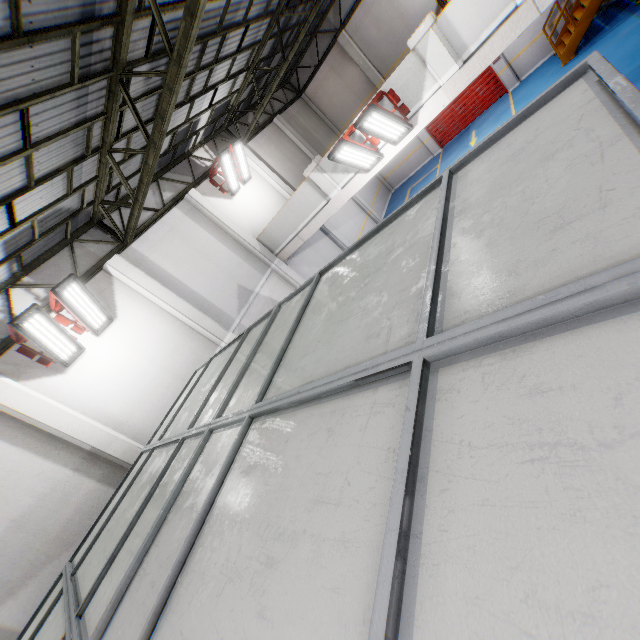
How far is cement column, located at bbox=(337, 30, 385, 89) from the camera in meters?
16.4

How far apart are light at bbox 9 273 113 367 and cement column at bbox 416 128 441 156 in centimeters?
1875cm

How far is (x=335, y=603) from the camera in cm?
113

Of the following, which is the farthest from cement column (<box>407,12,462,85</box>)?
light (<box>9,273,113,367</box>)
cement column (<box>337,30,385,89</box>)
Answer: cement column (<box>337,30,385,89</box>)

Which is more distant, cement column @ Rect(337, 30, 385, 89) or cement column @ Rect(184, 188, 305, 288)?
cement column @ Rect(337, 30, 385, 89)

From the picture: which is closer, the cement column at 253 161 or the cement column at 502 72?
the cement column at 253 161

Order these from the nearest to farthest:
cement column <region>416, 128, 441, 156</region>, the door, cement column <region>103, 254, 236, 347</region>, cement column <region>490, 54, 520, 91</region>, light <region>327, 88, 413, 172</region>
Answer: light <region>327, 88, 413, 172</region>
cement column <region>103, 254, 236, 347</region>
cement column <region>490, 54, 520, 91</region>
the door
cement column <region>416, 128, 441, 156</region>

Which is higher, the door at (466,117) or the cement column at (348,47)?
the cement column at (348,47)
